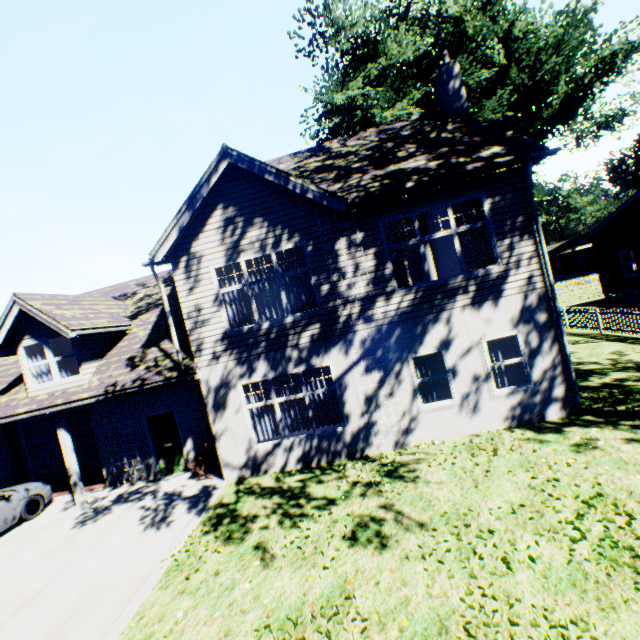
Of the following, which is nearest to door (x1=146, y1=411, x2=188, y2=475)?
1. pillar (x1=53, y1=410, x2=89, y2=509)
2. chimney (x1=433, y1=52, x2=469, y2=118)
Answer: pillar (x1=53, y1=410, x2=89, y2=509)

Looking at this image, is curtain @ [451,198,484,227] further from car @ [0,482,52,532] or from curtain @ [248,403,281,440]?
car @ [0,482,52,532]

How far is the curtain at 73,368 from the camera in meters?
10.5 m

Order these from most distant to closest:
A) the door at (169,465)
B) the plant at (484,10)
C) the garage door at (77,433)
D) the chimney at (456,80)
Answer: the plant at (484,10) < the garage door at (77,433) < the chimney at (456,80) < the door at (169,465)

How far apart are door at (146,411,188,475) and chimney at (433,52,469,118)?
12.0 meters

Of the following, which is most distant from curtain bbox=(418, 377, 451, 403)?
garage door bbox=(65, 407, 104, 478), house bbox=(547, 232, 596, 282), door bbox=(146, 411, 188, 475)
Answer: house bbox=(547, 232, 596, 282)

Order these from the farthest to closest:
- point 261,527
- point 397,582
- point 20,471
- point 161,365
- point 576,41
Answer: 1. point 576,41
2. point 20,471
3. point 161,365
4. point 261,527
5. point 397,582

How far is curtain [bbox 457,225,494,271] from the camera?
9.0 meters
